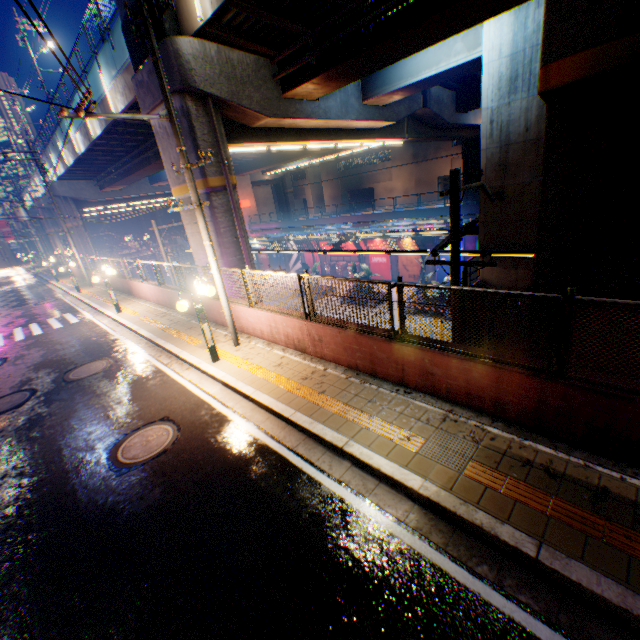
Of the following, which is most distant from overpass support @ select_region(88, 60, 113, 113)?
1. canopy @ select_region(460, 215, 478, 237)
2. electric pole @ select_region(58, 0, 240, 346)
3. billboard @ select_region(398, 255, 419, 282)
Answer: billboard @ select_region(398, 255, 419, 282)

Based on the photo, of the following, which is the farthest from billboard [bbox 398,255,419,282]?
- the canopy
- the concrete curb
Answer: the concrete curb

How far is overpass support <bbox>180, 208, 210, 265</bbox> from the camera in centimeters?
1371cm

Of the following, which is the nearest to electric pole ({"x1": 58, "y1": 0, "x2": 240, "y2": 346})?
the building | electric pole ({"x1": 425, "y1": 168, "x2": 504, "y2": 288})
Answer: electric pole ({"x1": 425, "y1": 168, "x2": 504, "y2": 288})

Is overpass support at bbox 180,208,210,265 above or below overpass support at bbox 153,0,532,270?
below

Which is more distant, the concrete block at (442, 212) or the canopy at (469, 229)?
the concrete block at (442, 212)

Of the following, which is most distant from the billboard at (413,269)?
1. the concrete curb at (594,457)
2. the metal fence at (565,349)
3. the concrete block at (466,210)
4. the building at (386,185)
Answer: the concrete curb at (594,457)

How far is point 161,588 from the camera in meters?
3.9 m
